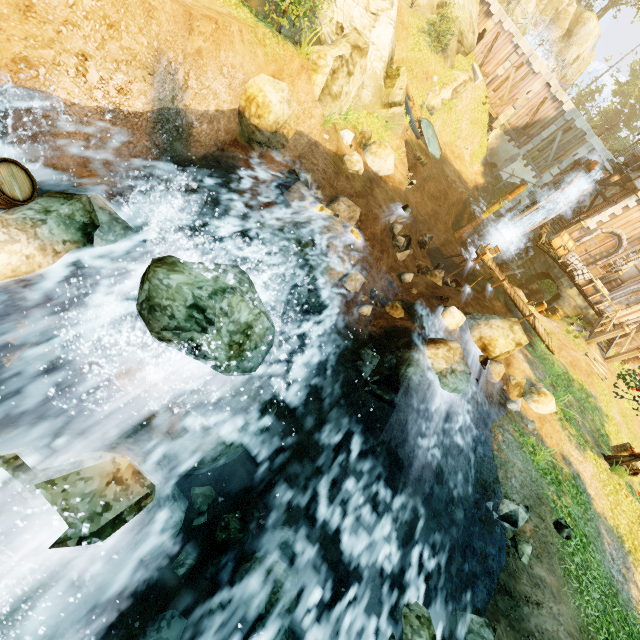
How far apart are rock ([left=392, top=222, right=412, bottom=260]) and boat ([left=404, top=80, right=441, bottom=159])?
12.21m

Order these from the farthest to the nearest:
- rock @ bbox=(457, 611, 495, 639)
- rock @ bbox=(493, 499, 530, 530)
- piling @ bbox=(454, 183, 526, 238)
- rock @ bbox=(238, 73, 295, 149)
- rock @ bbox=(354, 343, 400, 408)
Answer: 1. piling @ bbox=(454, 183, 526, 238)
2. rock @ bbox=(238, 73, 295, 149)
3. rock @ bbox=(354, 343, 400, 408)
4. rock @ bbox=(493, 499, 530, 530)
5. rock @ bbox=(457, 611, 495, 639)

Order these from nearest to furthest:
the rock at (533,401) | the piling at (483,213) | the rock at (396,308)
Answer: the rock at (533,401)
the rock at (396,308)
the piling at (483,213)

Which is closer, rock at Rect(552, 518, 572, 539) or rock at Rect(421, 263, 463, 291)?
rock at Rect(552, 518, 572, 539)

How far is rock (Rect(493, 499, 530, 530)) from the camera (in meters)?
8.37

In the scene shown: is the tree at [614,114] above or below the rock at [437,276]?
above

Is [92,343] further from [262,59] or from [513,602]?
[513,602]

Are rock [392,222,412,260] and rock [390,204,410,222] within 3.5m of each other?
yes
